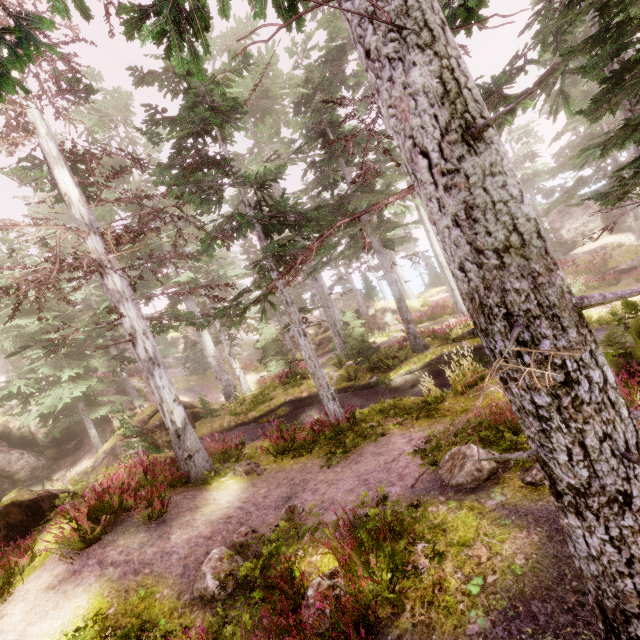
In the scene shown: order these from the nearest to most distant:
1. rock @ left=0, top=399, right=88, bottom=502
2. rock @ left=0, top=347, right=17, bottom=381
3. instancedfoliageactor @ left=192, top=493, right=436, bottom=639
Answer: instancedfoliageactor @ left=192, top=493, right=436, bottom=639, rock @ left=0, top=399, right=88, bottom=502, rock @ left=0, top=347, right=17, bottom=381

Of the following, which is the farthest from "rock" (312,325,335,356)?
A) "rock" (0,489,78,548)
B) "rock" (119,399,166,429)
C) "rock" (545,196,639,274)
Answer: "rock" (0,489,78,548)

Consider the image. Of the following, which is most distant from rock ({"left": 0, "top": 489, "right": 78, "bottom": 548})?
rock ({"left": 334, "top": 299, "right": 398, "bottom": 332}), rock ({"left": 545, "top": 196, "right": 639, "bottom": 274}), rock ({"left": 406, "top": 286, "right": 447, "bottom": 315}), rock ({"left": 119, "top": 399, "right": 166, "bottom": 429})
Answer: rock ({"left": 545, "top": 196, "right": 639, "bottom": 274})

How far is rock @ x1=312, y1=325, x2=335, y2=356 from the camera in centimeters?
2966cm

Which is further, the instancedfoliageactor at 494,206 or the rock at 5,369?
the rock at 5,369

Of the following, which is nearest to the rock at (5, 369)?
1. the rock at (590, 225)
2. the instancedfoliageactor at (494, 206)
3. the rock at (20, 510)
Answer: the instancedfoliageactor at (494, 206)

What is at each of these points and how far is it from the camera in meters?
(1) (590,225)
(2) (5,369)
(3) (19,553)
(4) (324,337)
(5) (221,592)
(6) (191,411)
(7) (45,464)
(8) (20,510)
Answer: (1) rock, 34.8
(2) rock, 28.6
(3) instancedfoliageactor, 7.2
(4) rock, 31.1
(5) instancedfoliageactor, 5.5
(6) rock, 21.5
(7) rock, 23.4
(8) rock, 8.7

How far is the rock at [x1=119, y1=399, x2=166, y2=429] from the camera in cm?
1920
